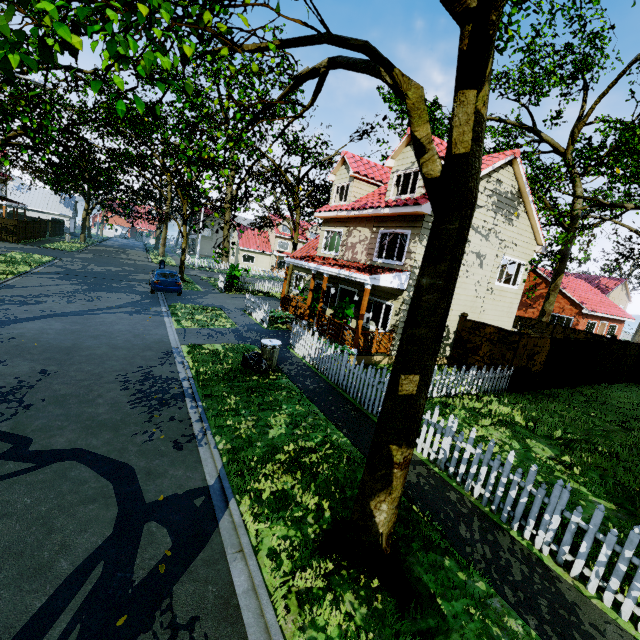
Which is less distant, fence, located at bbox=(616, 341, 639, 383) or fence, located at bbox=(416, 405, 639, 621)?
fence, located at bbox=(416, 405, 639, 621)

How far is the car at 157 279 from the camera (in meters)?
18.94

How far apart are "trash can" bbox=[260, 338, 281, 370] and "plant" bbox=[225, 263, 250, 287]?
14.65m

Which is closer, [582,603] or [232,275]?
[582,603]

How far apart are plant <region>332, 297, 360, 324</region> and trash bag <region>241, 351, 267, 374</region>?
4.2m

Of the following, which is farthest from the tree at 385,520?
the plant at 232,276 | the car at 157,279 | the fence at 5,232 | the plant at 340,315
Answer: the plant at 340,315

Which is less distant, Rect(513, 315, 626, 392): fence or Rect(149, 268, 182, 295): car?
Rect(513, 315, 626, 392): fence

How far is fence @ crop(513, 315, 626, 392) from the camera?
12.8 meters
